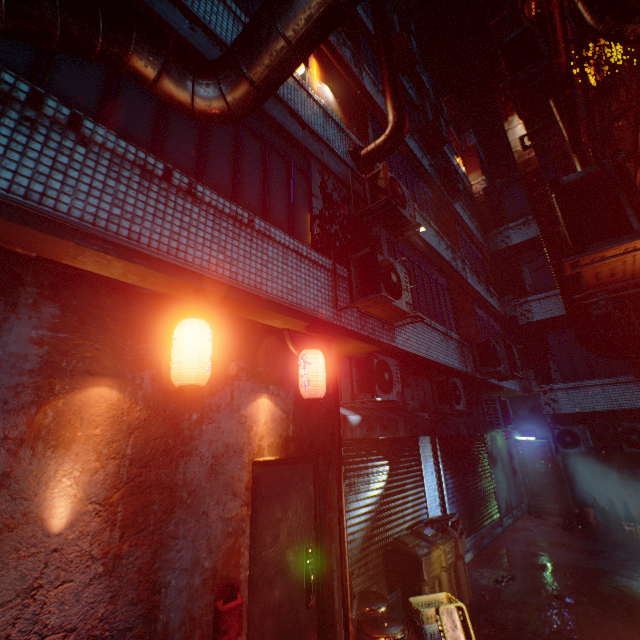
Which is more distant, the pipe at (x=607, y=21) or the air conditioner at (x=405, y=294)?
the air conditioner at (x=405, y=294)

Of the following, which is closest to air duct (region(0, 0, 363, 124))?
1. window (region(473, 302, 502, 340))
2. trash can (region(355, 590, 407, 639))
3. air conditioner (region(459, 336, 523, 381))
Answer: trash can (region(355, 590, 407, 639))

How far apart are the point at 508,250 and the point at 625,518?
8.6m

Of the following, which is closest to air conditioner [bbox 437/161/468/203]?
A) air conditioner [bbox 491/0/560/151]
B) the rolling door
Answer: air conditioner [bbox 491/0/560/151]

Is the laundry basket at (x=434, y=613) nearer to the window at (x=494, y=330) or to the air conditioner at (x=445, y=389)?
the air conditioner at (x=445, y=389)

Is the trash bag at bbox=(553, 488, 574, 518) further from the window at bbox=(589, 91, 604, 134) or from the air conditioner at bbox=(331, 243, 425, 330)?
the air conditioner at bbox=(331, 243, 425, 330)

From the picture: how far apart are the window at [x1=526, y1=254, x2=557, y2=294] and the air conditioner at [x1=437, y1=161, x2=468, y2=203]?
3.2 meters

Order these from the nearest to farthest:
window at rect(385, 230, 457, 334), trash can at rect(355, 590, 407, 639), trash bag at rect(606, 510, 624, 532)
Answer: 1. trash can at rect(355, 590, 407, 639)
2. window at rect(385, 230, 457, 334)
3. trash bag at rect(606, 510, 624, 532)
